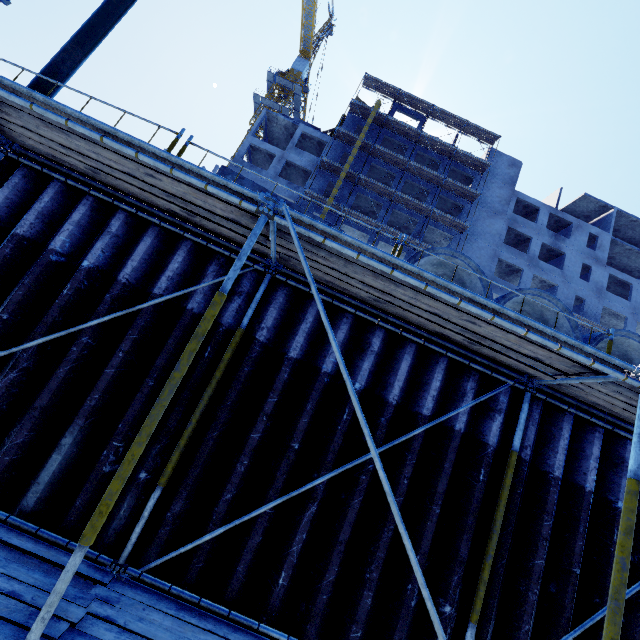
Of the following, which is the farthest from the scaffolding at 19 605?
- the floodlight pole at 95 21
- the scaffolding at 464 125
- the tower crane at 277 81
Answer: the tower crane at 277 81

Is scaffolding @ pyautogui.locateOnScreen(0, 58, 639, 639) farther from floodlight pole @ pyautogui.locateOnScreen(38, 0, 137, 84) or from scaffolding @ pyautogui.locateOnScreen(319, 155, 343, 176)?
scaffolding @ pyautogui.locateOnScreen(319, 155, 343, 176)

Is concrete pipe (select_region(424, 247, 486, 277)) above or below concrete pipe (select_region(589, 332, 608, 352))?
above

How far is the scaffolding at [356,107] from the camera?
33.2 meters

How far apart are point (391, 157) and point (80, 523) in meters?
36.3 m

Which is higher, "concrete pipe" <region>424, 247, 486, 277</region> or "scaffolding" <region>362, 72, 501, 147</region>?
"scaffolding" <region>362, 72, 501, 147</region>

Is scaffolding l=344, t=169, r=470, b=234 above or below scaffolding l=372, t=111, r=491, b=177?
below

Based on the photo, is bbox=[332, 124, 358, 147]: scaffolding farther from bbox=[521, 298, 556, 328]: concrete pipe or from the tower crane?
the tower crane
